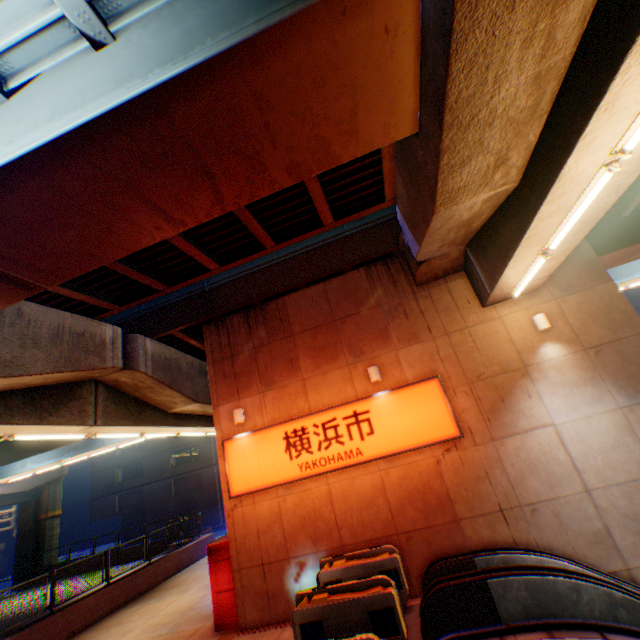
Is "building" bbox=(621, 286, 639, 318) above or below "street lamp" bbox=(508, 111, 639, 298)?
above

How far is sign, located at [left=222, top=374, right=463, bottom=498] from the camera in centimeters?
854cm

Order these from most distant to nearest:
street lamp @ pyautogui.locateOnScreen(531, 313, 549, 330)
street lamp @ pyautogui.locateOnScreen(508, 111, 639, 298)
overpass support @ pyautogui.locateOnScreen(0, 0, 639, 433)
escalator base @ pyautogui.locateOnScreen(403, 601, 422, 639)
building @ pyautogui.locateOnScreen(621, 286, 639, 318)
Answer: building @ pyautogui.locateOnScreen(621, 286, 639, 318), street lamp @ pyautogui.locateOnScreen(531, 313, 549, 330), escalator base @ pyautogui.locateOnScreen(403, 601, 422, 639), street lamp @ pyautogui.locateOnScreen(508, 111, 639, 298), overpass support @ pyautogui.locateOnScreen(0, 0, 639, 433)

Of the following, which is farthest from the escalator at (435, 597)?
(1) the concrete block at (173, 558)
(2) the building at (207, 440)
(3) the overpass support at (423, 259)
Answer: (2) the building at (207, 440)

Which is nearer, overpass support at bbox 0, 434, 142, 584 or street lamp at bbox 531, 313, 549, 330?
street lamp at bbox 531, 313, 549, 330

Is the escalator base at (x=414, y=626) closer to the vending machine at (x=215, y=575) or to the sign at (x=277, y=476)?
the sign at (x=277, y=476)

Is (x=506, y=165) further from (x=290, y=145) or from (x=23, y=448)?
(x=23, y=448)
